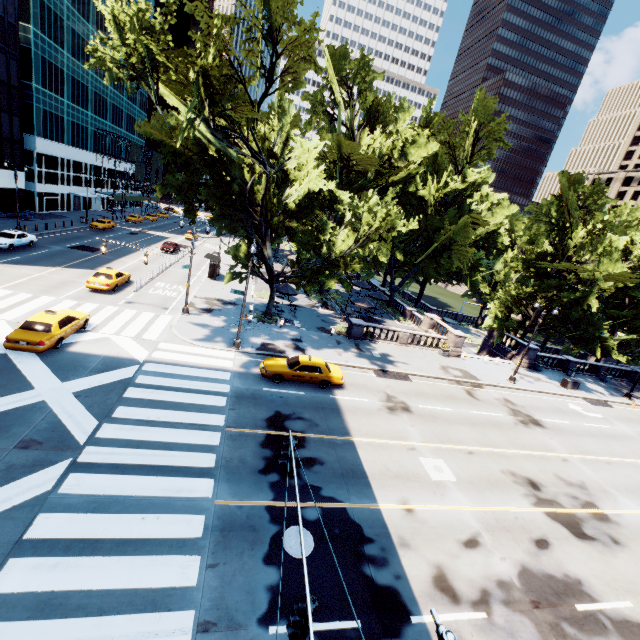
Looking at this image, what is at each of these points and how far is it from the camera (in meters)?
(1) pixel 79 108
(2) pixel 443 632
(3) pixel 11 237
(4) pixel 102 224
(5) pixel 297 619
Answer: (1) building, 56.34
(2) light, 2.18
(3) vehicle, 31.33
(4) vehicle, 49.97
(5) traffic light, 5.04

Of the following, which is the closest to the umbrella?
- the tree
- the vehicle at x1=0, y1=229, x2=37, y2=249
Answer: the tree

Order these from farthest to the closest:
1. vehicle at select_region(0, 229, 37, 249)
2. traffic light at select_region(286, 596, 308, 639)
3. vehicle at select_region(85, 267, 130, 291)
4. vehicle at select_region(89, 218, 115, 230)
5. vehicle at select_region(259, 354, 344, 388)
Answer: vehicle at select_region(89, 218, 115, 230) < vehicle at select_region(0, 229, 37, 249) < vehicle at select_region(85, 267, 130, 291) < vehicle at select_region(259, 354, 344, 388) < traffic light at select_region(286, 596, 308, 639)

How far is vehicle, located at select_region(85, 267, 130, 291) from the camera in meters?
25.8

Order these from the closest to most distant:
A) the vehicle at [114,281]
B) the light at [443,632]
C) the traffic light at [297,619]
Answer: the light at [443,632]
the traffic light at [297,619]
the vehicle at [114,281]

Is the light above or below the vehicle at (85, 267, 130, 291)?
above

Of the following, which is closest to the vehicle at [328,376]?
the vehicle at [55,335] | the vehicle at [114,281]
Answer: the vehicle at [55,335]

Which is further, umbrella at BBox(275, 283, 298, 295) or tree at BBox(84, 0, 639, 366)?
umbrella at BBox(275, 283, 298, 295)
